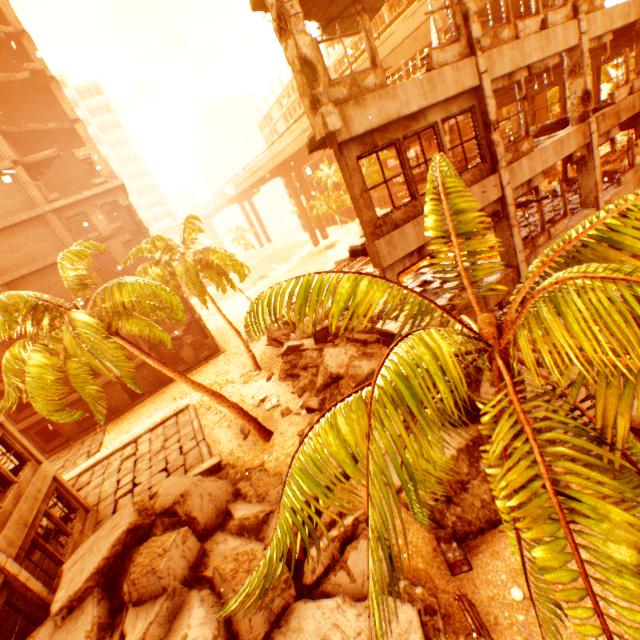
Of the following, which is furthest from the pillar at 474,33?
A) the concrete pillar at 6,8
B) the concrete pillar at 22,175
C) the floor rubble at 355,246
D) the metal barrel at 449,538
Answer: the concrete pillar at 6,8

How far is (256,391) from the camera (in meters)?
18.17

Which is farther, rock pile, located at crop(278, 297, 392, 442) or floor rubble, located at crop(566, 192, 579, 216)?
rock pile, located at crop(278, 297, 392, 442)

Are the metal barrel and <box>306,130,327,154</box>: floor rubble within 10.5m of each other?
yes

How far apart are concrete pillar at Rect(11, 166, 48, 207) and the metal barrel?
28.77m

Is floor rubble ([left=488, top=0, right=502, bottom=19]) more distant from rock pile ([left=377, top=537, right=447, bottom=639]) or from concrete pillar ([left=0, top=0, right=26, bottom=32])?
concrete pillar ([left=0, top=0, right=26, bottom=32])

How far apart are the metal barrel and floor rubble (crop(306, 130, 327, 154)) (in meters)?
9.50

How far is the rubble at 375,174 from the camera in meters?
43.2 m
